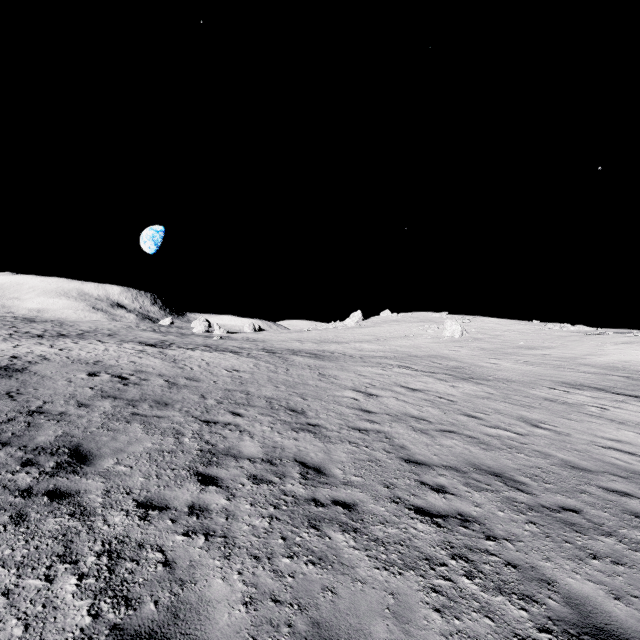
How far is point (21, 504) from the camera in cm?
417
